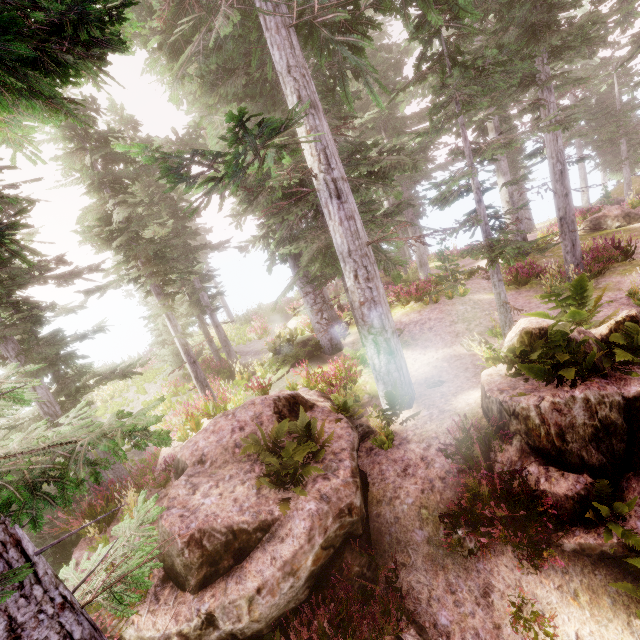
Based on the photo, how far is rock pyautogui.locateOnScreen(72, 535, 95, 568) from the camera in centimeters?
665cm

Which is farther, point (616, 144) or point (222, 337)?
point (616, 144)

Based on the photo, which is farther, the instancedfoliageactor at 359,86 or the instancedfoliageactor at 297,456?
the instancedfoliageactor at 297,456

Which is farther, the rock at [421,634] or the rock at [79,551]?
the rock at [79,551]

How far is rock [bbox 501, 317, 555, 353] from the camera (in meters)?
6.33

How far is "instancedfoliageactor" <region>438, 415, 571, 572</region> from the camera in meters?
5.3 m

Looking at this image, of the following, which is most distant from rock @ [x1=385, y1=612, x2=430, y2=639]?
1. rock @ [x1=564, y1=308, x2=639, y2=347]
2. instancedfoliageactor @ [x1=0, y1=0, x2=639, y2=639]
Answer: rock @ [x1=564, y1=308, x2=639, y2=347]

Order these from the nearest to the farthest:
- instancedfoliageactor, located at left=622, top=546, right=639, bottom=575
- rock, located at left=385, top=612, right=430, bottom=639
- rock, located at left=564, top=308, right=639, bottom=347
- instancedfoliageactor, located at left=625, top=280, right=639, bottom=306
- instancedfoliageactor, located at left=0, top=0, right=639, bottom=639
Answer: instancedfoliageactor, located at left=0, top=0, right=639, bottom=639, instancedfoliageactor, located at left=622, top=546, right=639, bottom=575, rock, located at left=385, top=612, right=430, bottom=639, rock, located at left=564, top=308, right=639, bottom=347, instancedfoliageactor, located at left=625, top=280, right=639, bottom=306
